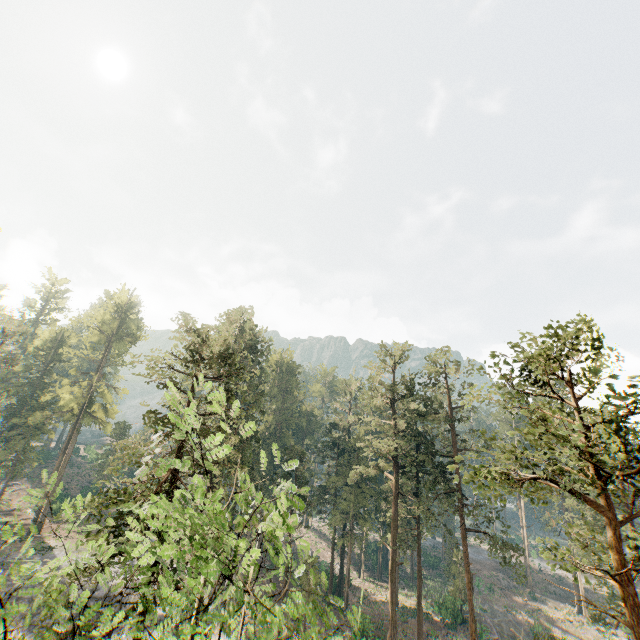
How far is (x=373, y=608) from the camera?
41.9 meters

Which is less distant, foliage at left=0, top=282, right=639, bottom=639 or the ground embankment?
foliage at left=0, top=282, right=639, bottom=639

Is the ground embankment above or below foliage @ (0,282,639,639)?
below

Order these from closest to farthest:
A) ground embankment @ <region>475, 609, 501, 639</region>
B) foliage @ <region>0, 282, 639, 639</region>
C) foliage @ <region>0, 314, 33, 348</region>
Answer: foliage @ <region>0, 282, 639, 639</region> < ground embankment @ <region>475, 609, 501, 639</region> < foliage @ <region>0, 314, 33, 348</region>

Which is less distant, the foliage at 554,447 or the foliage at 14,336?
the foliage at 554,447

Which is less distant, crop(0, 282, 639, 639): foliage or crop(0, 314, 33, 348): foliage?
crop(0, 282, 639, 639): foliage

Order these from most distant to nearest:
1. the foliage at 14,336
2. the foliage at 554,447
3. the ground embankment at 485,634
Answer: the foliage at 14,336 < the ground embankment at 485,634 < the foliage at 554,447
